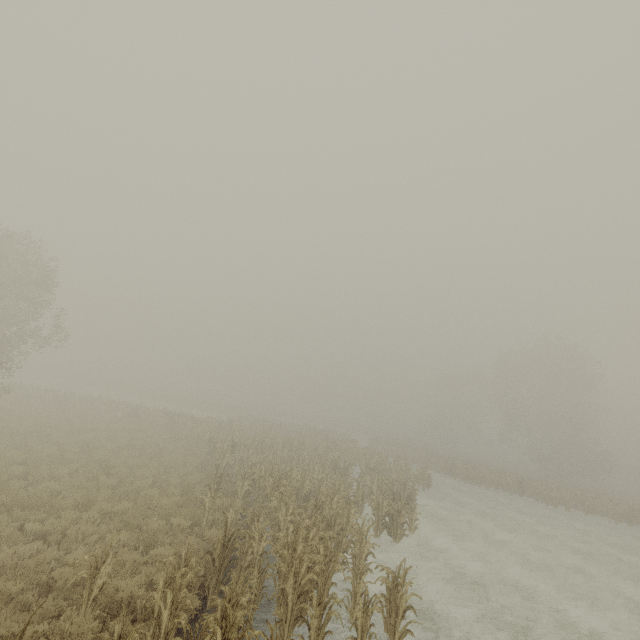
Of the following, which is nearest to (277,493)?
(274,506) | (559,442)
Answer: (274,506)
